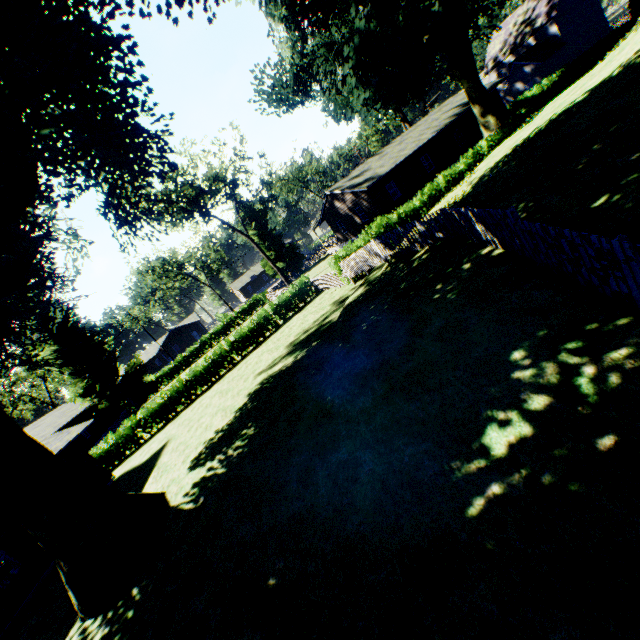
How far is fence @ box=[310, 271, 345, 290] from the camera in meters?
22.4

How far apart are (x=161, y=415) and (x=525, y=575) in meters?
24.6 m

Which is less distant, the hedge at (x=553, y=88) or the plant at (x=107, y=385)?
the plant at (x=107, y=385)

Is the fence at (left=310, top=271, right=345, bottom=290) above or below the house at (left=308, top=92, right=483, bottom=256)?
below

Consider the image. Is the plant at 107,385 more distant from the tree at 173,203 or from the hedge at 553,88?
the tree at 173,203

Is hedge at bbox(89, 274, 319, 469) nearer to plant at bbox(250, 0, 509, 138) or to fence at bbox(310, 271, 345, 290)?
fence at bbox(310, 271, 345, 290)

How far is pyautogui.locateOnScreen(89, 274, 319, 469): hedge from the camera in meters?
22.9 m

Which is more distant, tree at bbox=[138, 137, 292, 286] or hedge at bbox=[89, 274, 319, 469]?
tree at bbox=[138, 137, 292, 286]
